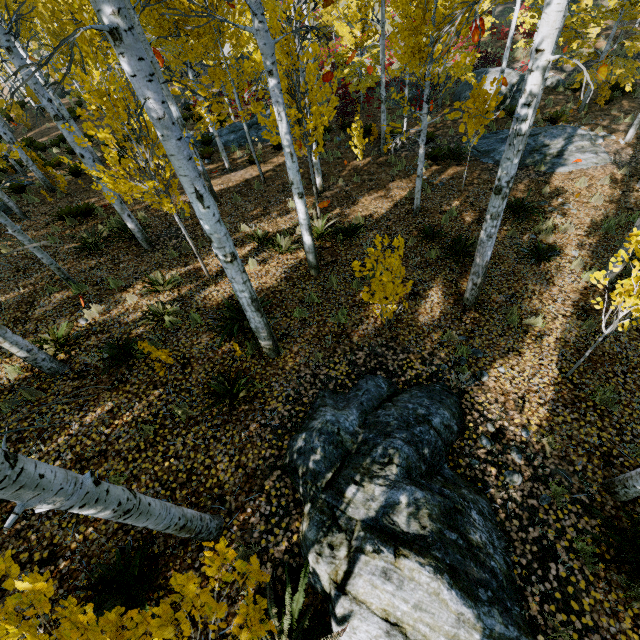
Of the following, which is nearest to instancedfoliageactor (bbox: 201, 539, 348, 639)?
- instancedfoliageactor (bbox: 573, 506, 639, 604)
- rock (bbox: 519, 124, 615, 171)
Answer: instancedfoliageactor (bbox: 573, 506, 639, 604)

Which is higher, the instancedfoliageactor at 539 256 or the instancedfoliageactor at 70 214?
the instancedfoliageactor at 70 214

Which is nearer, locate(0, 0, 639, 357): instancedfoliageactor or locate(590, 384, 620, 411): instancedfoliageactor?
locate(0, 0, 639, 357): instancedfoliageactor

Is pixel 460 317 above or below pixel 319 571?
below

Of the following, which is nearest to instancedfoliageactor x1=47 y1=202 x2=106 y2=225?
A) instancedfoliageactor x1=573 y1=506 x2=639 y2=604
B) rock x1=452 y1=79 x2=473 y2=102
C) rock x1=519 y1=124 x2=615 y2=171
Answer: instancedfoliageactor x1=573 y1=506 x2=639 y2=604
